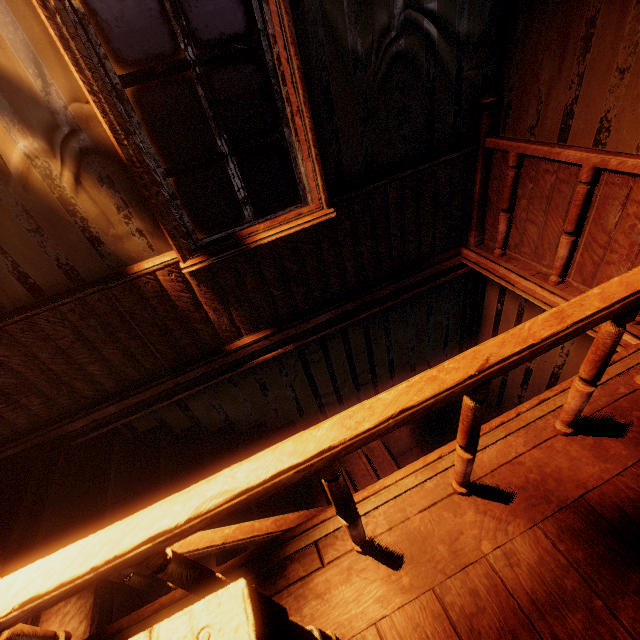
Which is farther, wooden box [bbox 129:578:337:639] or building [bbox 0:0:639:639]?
building [bbox 0:0:639:639]

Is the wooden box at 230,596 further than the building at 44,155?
No

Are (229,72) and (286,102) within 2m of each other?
yes
